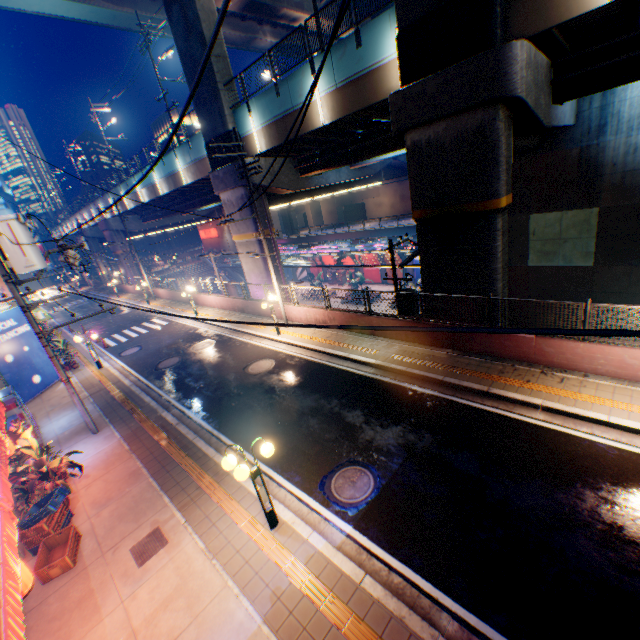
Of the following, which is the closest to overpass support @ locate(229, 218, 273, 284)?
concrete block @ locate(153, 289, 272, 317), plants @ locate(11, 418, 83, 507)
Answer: concrete block @ locate(153, 289, 272, 317)

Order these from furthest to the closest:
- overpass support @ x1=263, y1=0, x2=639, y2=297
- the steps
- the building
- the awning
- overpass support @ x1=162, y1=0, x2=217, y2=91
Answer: the building
the steps
overpass support @ x1=162, y1=0, x2=217, y2=91
overpass support @ x1=263, y1=0, x2=639, y2=297
the awning

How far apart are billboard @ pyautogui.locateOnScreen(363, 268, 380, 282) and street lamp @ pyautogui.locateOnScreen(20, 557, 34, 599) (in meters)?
39.42

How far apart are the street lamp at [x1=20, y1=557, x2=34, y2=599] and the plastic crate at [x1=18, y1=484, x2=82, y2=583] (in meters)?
2.53

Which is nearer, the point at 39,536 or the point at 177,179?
the point at 39,536

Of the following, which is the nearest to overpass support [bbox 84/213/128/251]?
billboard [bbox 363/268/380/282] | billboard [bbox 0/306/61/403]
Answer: billboard [bbox 363/268/380/282]

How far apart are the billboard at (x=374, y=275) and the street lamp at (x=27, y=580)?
39.4m

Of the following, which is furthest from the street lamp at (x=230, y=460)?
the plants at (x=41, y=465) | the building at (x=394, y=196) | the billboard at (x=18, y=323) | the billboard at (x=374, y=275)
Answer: the building at (x=394, y=196)
